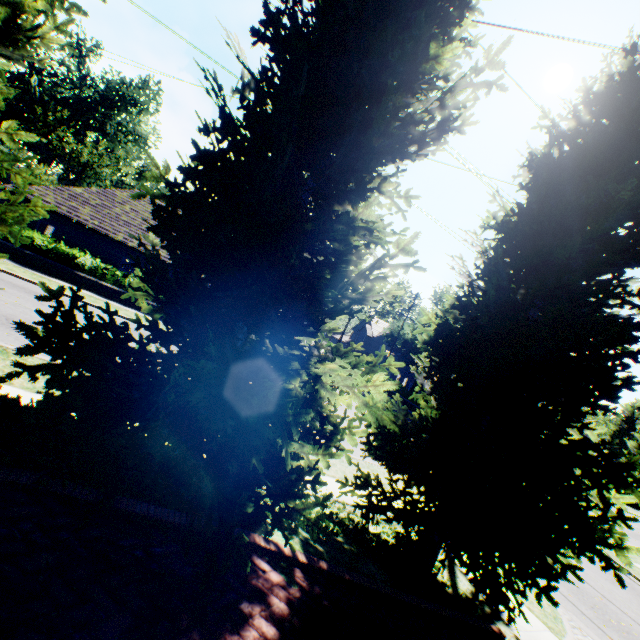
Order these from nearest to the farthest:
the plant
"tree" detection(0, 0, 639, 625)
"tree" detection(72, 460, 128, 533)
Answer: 1. "tree" detection(72, 460, 128, 533)
2. "tree" detection(0, 0, 639, 625)
3. the plant

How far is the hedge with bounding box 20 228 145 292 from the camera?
18.2 meters

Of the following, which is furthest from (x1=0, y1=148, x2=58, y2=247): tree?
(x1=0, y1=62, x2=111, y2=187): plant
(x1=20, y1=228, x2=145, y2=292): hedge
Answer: (x1=20, y1=228, x2=145, y2=292): hedge

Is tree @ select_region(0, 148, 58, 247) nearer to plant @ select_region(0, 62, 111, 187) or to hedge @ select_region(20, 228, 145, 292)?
plant @ select_region(0, 62, 111, 187)

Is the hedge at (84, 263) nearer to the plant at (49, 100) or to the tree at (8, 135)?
the tree at (8, 135)

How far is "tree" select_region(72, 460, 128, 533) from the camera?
3.0 meters

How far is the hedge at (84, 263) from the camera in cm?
1823

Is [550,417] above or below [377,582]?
above
